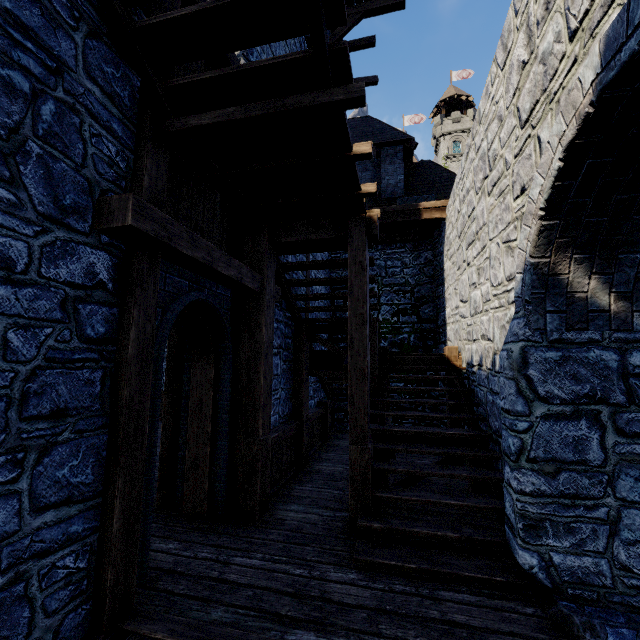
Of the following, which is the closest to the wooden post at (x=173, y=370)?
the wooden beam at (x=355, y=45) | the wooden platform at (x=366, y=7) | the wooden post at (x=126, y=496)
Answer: the wooden post at (x=126, y=496)

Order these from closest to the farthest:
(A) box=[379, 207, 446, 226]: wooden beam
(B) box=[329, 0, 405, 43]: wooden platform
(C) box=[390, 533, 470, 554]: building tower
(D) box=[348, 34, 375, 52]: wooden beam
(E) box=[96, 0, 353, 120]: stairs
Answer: (E) box=[96, 0, 353, 120]: stairs
(C) box=[390, 533, 470, 554]: building tower
(A) box=[379, 207, 446, 226]: wooden beam
(B) box=[329, 0, 405, 43]: wooden platform
(D) box=[348, 34, 375, 52]: wooden beam

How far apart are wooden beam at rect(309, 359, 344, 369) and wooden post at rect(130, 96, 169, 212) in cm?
515

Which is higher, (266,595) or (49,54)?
(49,54)

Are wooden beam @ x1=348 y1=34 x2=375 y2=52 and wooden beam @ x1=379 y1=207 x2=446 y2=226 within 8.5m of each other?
no

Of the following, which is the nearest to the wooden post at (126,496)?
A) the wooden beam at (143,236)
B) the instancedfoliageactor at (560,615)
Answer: the wooden beam at (143,236)

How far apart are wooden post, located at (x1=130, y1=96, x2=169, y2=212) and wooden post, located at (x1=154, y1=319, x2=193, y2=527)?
1.77m

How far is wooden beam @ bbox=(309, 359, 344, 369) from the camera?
7.3 meters
